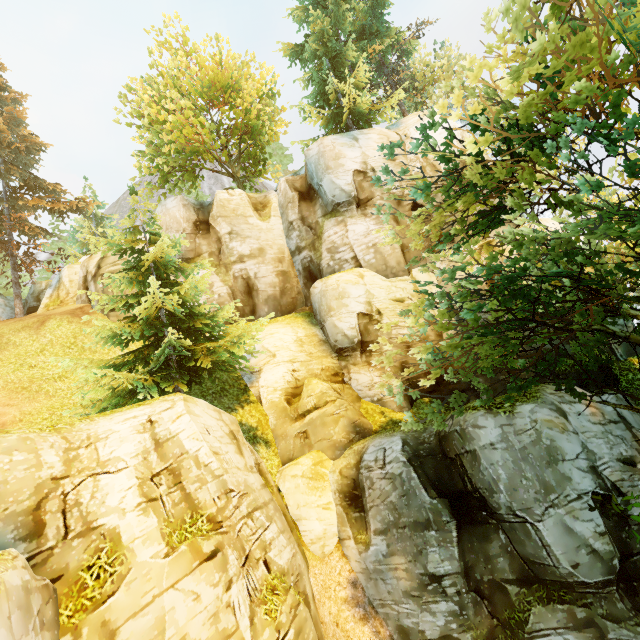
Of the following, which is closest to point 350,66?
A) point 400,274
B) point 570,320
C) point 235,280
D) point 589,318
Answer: point 400,274

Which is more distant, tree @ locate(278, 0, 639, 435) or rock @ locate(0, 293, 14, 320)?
rock @ locate(0, 293, 14, 320)

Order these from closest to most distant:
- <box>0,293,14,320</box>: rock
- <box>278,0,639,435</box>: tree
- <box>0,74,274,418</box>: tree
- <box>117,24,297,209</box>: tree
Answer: <box>278,0,639,435</box>: tree, <box>0,74,274,418</box>: tree, <box>117,24,297,209</box>: tree, <box>0,293,14,320</box>: rock

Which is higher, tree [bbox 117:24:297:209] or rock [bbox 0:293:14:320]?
tree [bbox 117:24:297:209]

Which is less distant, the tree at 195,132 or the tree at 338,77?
the tree at 338,77

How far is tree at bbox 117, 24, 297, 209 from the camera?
20.9m

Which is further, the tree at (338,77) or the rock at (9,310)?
the rock at (9,310)

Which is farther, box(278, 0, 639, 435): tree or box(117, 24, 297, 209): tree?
box(117, 24, 297, 209): tree
